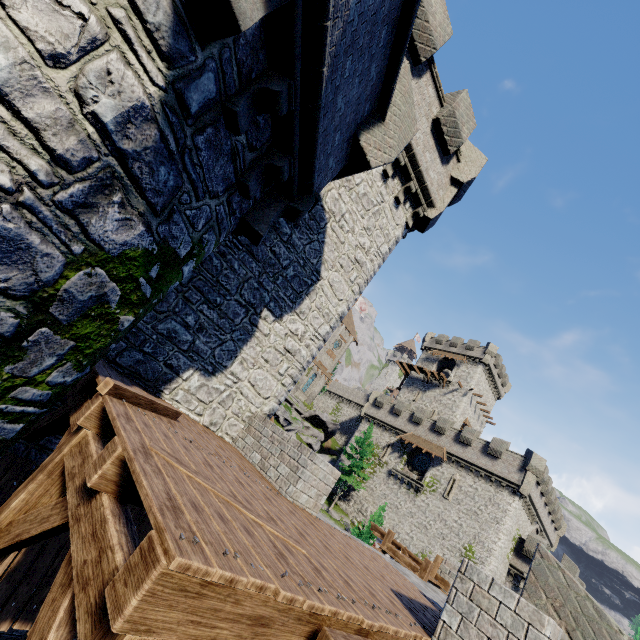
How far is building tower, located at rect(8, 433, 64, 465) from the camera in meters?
5.5 m

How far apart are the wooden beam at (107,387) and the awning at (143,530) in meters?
2.2

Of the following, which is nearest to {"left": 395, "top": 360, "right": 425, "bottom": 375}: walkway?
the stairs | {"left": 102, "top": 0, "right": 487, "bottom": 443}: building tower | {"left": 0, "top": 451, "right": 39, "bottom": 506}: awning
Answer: {"left": 102, "top": 0, "right": 487, "bottom": 443}: building tower

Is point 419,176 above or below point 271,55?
above

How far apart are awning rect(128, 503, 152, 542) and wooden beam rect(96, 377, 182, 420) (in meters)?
2.17

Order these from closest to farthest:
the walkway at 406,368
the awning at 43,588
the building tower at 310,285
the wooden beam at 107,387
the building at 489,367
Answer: the wooden beam at 107,387 → the awning at 43,588 → the building tower at 310,285 → the building at 489,367 → the walkway at 406,368

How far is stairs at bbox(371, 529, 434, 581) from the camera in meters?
11.4 m

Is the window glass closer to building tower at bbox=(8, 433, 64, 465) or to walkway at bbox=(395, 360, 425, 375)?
walkway at bbox=(395, 360, 425, 375)
